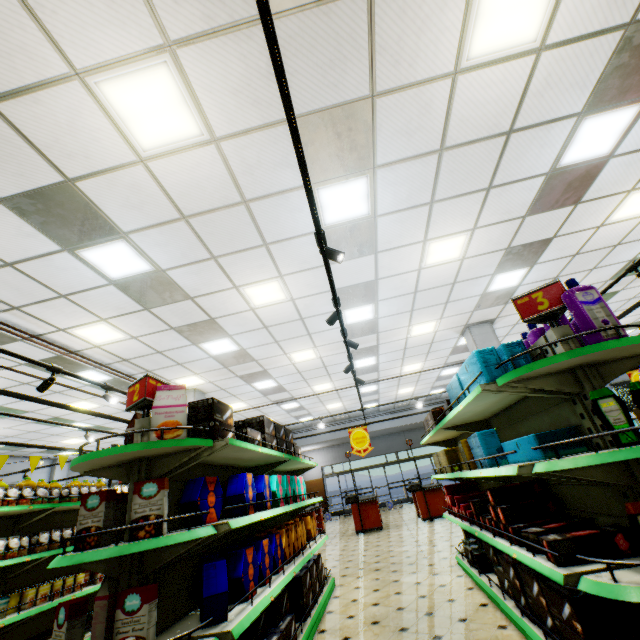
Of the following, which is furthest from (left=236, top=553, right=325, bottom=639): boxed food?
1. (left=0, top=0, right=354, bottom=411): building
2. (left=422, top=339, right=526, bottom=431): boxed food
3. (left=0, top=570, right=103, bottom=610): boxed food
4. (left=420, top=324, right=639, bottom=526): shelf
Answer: (left=0, top=570, right=103, bottom=610): boxed food

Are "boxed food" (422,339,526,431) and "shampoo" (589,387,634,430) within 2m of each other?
yes

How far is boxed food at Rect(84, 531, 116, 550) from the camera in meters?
2.1 m

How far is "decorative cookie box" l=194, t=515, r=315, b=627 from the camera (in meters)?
2.21

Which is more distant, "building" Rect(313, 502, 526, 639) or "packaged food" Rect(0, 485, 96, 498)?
"packaged food" Rect(0, 485, 96, 498)

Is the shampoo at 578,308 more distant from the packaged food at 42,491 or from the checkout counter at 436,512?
the checkout counter at 436,512

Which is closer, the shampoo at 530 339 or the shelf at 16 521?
the shampoo at 530 339

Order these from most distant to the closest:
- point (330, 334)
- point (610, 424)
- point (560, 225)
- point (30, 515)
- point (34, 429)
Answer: point (34, 429)
point (330, 334)
point (560, 225)
point (30, 515)
point (610, 424)
